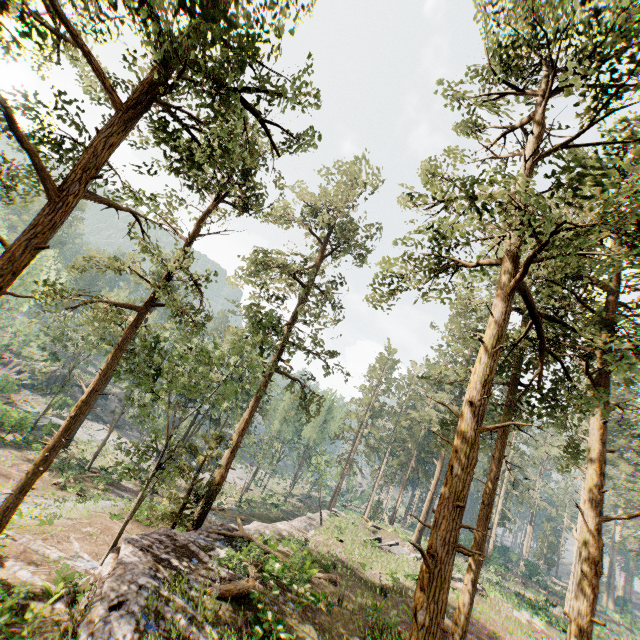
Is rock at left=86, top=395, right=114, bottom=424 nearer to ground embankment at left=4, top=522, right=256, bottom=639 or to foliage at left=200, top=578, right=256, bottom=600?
foliage at left=200, top=578, right=256, bottom=600

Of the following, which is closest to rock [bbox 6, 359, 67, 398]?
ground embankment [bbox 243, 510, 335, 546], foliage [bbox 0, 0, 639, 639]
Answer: foliage [bbox 0, 0, 639, 639]

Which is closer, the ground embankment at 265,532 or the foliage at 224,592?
the foliage at 224,592

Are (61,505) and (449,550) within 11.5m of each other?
no

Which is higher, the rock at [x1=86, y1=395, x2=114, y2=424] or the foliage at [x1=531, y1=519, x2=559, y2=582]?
the foliage at [x1=531, y1=519, x2=559, y2=582]

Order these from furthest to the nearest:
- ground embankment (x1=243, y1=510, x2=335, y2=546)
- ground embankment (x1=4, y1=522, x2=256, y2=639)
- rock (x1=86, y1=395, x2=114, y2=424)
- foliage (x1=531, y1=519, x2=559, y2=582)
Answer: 1. foliage (x1=531, y1=519, x2=559, y2=582)
2. rock (x1=86, y1=395, x2=114, y2=424)
3. ground embankment (x1=243, y1=510, x2=335, y2=546)
4. ground embankment (x1=4, y1=522, x2=256, y2=639)

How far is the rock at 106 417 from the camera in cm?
5500
